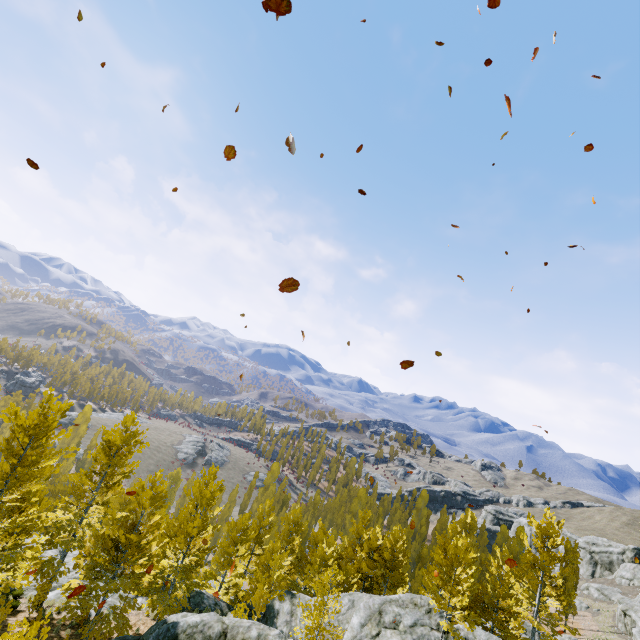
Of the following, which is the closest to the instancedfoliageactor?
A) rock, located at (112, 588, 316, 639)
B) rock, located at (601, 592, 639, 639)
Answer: rock, located at (112, 588, 316, 639)

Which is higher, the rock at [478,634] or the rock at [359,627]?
the rock at [478,634]

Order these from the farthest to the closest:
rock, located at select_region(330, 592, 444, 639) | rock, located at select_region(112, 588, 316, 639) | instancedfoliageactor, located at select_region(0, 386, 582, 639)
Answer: rock, located at select_region(330, 592, 444, 639)
instancedfoliageactor, located at select_region(0, 386, 582, 639)
rock, located at select_region(112, 588, 316, 639)

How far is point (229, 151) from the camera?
4.1 meters

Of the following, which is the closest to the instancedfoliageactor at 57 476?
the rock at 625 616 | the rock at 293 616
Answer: the rock at 293 616

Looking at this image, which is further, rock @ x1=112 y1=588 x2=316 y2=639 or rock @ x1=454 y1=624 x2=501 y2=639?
rock @ x1=454 y1=624 x2=501 y2=639

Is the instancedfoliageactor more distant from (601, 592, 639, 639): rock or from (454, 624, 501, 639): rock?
(601, 592, 639, 639): rock
